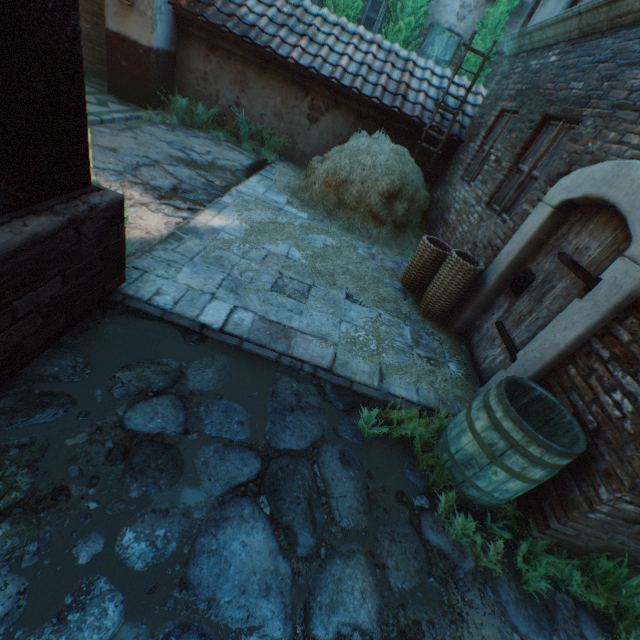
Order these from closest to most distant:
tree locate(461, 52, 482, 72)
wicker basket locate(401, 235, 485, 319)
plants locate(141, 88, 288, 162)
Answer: wicker basket locate(401, 235, 485, 319) → plants locate(141, 88, 288, 162) → tree locate(461, 52, 482, 72)

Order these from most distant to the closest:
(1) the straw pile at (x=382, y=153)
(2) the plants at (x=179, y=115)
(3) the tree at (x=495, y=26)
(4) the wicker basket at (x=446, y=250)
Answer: (3) the tree at (x=495, y=26), (2) the plants at (x=179, y=115), (1) the straw pile at (x=382, y=153), (4) the wicker basket at (x=446, y=250)

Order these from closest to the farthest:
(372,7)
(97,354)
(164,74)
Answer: (97,354), (164,74), (372,7)

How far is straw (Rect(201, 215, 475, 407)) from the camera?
3.5m

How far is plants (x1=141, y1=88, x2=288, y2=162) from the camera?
7.35m

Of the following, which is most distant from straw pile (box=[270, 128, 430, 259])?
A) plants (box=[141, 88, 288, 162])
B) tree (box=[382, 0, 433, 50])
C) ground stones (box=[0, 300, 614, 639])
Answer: tree (box=[382, 0, 433, 50])

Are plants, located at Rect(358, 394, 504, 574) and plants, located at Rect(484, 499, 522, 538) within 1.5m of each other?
yes

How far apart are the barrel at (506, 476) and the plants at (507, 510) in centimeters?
24cm
